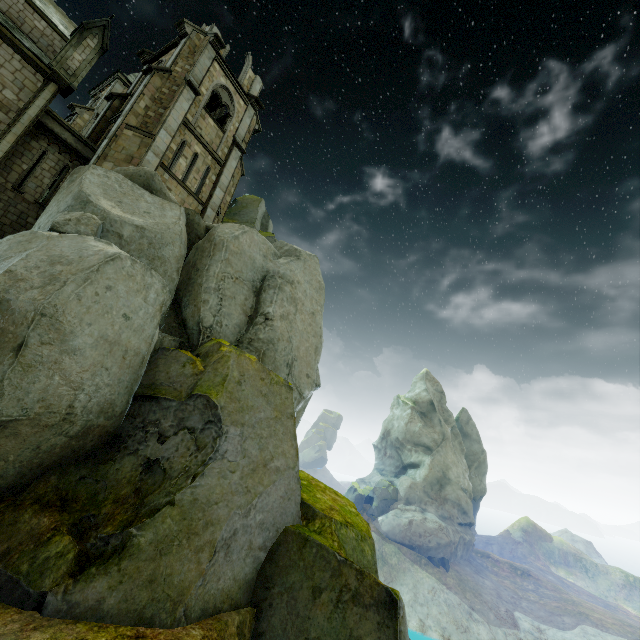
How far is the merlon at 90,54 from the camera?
15.2m

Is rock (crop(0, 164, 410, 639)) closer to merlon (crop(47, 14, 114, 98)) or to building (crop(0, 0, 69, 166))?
building (crop(0, 0, 69, 166))

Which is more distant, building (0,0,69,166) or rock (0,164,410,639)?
building (0,0,69,166)

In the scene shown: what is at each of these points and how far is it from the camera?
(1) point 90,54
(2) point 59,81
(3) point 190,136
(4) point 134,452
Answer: (1) merlon, 16.2 meters
(2) building, 14.7 meters
(3) building, 19.2 meters
(4) rock, 8.8 meters

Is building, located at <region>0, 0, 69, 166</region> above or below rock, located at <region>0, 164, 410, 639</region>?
above

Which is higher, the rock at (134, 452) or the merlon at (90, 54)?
the merlon at (90, 54)

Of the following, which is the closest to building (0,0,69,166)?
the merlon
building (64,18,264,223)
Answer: the merlon

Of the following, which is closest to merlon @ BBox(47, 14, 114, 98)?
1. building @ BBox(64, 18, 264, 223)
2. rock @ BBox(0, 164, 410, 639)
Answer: building @ BBox(64, 18, 264, 223)
